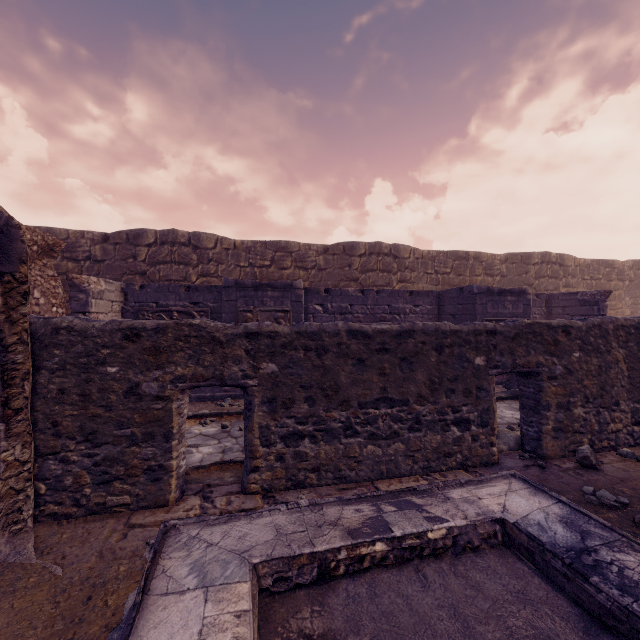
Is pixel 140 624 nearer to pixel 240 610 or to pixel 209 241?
pixel 240 610

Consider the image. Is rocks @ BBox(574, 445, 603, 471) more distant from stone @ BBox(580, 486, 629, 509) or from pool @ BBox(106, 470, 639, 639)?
pool @ BBox(106, 470, 639, 639)

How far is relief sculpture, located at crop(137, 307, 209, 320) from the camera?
8.58m

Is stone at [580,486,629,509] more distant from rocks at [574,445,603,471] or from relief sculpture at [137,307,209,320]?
relief sculpture at [137,307,209,320]

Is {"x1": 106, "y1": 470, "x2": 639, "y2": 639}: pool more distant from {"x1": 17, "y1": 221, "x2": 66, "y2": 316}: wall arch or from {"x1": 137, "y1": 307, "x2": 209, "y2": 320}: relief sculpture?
{"x1": 137, "y1": 307, "x2": 209, "y2": 320}: relief sculpture

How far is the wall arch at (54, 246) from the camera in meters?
5.7 m

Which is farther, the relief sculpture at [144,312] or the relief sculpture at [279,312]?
the relief sculpture at [144,312]

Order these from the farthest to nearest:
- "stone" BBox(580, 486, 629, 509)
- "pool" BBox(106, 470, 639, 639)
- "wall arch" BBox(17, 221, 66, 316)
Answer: "wall arch" BBox(17, 221, 66, 316), "stone" BBox(580, 486, 629, 509), "pool" BBox(106, 470, 639, 639)
